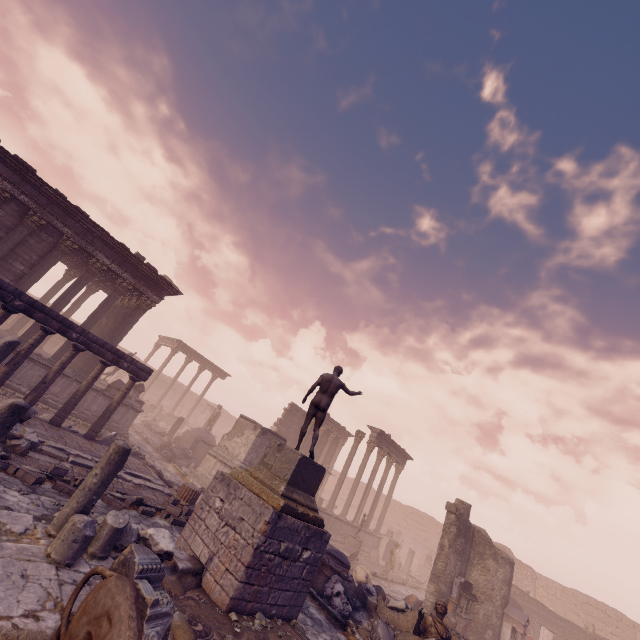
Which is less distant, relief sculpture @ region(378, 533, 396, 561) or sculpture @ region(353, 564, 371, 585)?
sculpture @ region(353, 564, 371, 585)

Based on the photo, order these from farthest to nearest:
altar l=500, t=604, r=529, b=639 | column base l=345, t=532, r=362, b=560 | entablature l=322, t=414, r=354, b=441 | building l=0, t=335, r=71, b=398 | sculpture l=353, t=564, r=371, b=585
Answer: entablature l=322, t=414, r=354, b=441 < column base l=345, t=532, r=362, b=560 < altar l=500, t=604, r=529, b=639 < building l=0, t=335, r=71, b=398 < sculpture l=353, t=564, r=371, b=585

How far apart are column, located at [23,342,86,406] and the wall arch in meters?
37.5 m

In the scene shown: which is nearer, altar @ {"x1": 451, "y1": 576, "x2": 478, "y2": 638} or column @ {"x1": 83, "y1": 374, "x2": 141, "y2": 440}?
column @ {"x1": 83, "y1": 374, "x2": 141, "y2": 440}

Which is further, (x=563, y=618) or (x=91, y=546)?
(x=563, y=618)

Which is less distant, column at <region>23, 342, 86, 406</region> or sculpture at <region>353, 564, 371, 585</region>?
column at <region>23, 342, 86, 406</region>

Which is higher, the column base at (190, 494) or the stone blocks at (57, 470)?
the column base at (190, 494)

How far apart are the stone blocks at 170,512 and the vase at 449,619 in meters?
11.1 m
